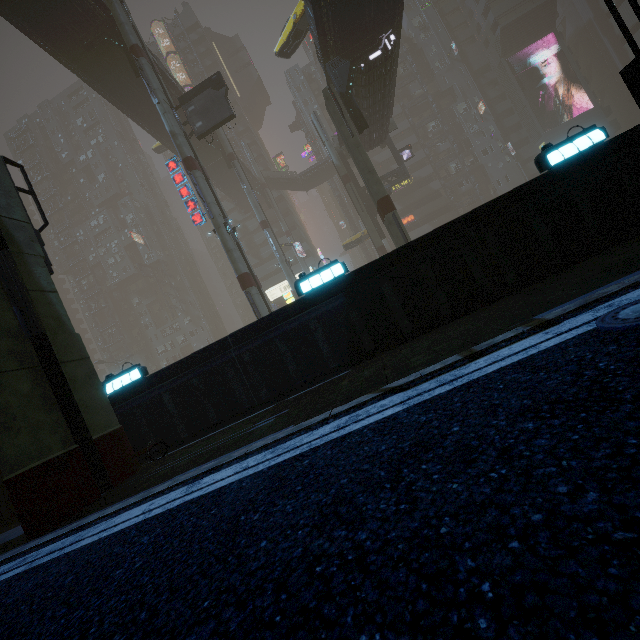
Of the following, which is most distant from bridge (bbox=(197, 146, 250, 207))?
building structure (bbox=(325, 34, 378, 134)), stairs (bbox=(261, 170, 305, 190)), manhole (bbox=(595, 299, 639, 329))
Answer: manhole (bbox=(595, 299, 639, 329))

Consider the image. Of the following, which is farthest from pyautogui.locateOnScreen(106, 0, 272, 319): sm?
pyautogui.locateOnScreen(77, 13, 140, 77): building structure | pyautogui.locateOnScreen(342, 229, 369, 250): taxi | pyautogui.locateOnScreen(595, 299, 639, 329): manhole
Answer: pyautogui.locateOnScreen(342, 229, 369, 250): taxi

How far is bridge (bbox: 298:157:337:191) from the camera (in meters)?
53.85

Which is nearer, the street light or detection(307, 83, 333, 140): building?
the street light

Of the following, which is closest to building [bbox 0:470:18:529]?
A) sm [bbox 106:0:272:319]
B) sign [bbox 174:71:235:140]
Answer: sm [bbox 106:0:272:319]

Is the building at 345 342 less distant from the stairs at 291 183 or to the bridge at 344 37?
the bridge at 344 37

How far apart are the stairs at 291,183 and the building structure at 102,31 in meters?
31.3 m

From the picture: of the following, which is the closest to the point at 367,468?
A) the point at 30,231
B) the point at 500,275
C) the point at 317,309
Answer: the point at 317,309
